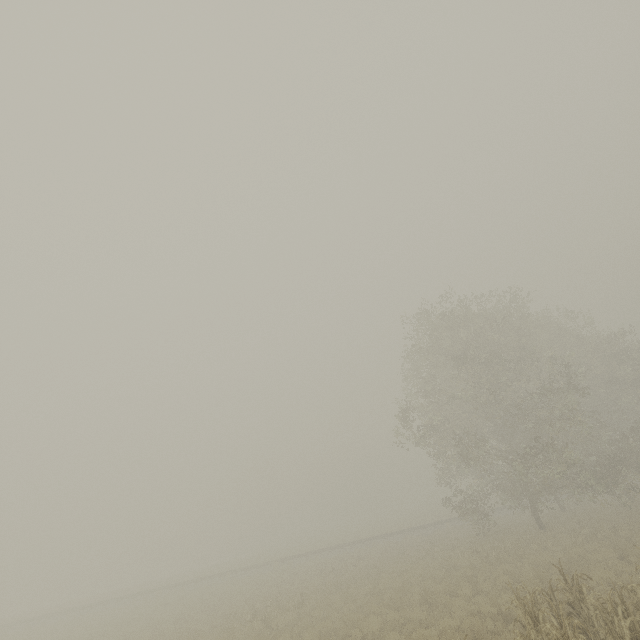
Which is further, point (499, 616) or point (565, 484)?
point (565, 484)
